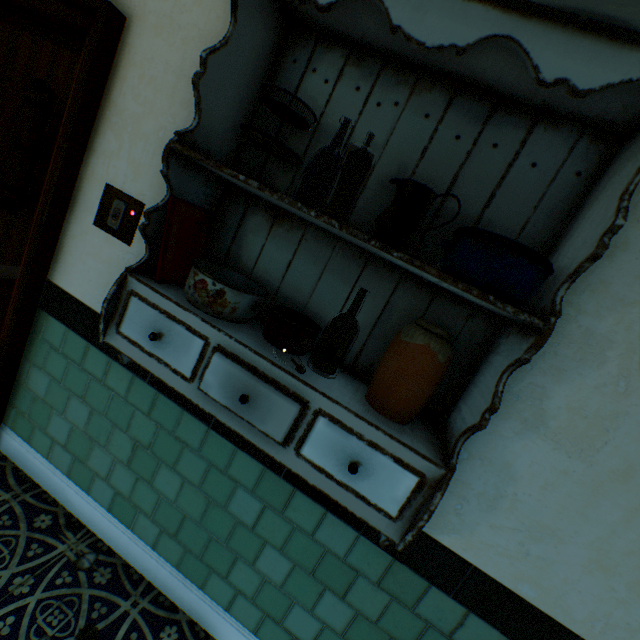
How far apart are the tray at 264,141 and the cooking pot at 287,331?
0.45m

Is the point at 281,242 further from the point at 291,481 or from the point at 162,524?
the point at 162,524

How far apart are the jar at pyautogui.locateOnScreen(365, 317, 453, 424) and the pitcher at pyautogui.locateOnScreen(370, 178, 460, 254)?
0.2 meters

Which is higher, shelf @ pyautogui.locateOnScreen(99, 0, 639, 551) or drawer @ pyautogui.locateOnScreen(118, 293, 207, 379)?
shelf @ pyautogui.locateOnScreen(99, 0, 639, 551)

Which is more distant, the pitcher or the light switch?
the light switch

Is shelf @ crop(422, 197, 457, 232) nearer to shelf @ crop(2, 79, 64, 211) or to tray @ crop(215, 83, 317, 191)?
tray @ crop(215, 83, 317, 191)

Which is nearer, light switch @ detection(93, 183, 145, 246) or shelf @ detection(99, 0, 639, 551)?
Result: shelf @ detection(99, 0, 639, 551)

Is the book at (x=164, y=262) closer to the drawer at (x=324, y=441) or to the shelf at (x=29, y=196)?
the drawer at (x=324, y=441)
